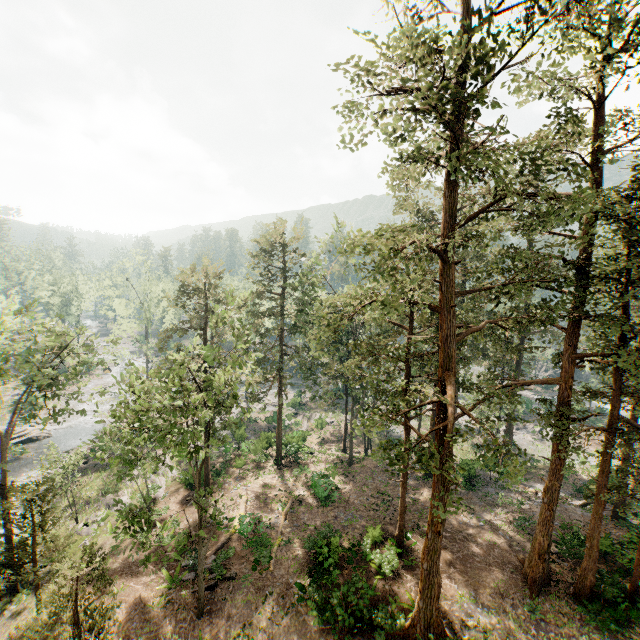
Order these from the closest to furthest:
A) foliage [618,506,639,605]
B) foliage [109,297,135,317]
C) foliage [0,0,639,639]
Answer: foliage [0,0,639,639] < foliage [618,506,639,605] < foliage [109,297,135,317]

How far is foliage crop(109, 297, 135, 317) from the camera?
45.0 meters

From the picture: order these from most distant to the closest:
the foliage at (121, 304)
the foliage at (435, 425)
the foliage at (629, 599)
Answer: the foliage at (121, 304) → the foliage at (629, 599) → the foliage at (435, 425)

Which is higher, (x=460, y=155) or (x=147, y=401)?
(x=460, y=155)

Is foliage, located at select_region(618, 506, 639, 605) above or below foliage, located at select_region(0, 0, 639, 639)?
below

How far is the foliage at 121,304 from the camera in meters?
45.0 m

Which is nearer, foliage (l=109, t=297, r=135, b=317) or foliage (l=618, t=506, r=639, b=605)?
foliage (l=618, t=506, r=639, b=605)
